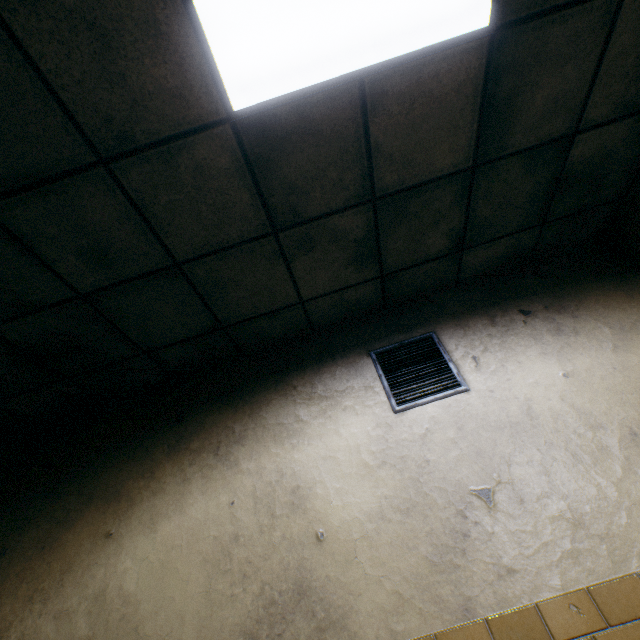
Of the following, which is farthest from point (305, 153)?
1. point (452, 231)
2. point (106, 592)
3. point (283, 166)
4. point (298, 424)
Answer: point (106, 592)
